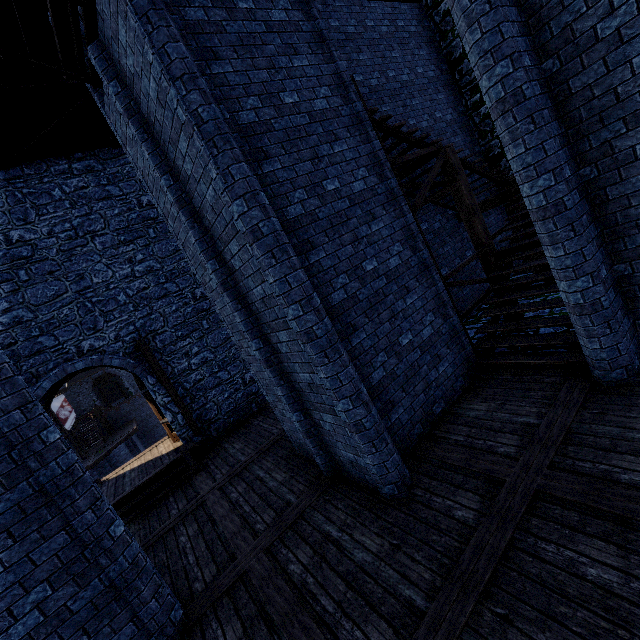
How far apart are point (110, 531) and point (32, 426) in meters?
1.7 m

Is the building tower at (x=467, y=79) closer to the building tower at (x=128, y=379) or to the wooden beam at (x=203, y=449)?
the wooden beam at (x=203, y=449)

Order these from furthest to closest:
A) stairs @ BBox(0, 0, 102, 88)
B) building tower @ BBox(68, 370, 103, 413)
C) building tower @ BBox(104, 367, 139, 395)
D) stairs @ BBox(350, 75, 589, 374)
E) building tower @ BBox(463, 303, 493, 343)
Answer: building tower @ BBox(104, 367, 139, 395)
building tower @ BBox(68, 370, 103, 413)
building tower @ BBox(463, 303, 493, 343)
stairs @ BBox(350, 75, 589, 374)
stairs @ BBox(0, 0, 102, 88)

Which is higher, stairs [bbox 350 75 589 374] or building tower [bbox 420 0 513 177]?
building tower [bbox 420 0 513 177]

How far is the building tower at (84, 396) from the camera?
34.5 meters

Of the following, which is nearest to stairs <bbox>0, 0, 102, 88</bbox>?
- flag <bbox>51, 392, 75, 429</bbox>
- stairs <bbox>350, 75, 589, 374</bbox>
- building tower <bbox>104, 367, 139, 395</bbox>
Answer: stairs <bbox>350, 75, 589, 374</bbox>

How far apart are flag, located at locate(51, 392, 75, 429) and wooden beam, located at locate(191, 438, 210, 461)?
22.8m

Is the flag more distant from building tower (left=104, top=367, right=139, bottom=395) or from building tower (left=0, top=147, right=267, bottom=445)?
building tower (left=0, top=147, right=267, bottom=445)
